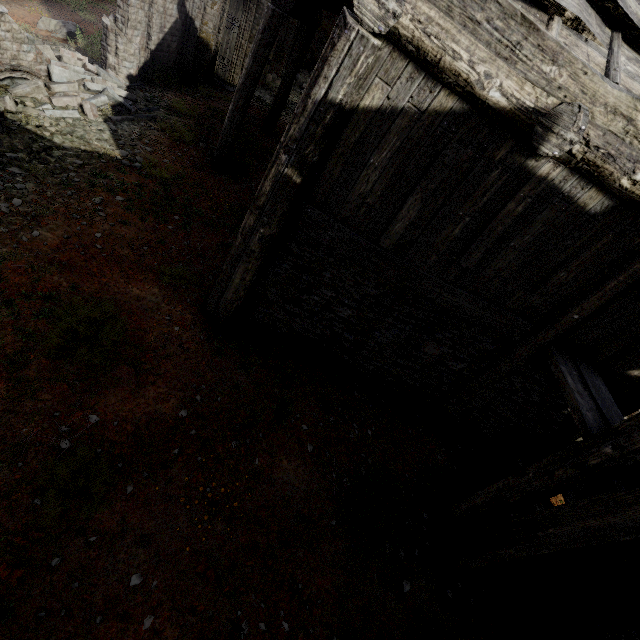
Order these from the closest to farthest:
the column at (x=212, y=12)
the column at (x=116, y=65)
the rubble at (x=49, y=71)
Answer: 1. the rubble at (x=49, y=71)
2. the column at (x=116, y=65)
3. the column at (x=212, y=12)

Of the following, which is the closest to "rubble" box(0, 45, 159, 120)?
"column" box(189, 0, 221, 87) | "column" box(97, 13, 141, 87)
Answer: "column" box(97, 13, 141, 87)

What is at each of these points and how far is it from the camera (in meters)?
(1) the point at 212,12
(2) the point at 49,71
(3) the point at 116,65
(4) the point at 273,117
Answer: (1) column, 11.70
(2) rubble, 7.88
(3) column, 9.64
(4) building, 12.34

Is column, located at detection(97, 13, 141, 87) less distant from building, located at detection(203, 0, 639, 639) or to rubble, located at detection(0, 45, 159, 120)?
rubble, located at detection(0, 45, 159, 120)

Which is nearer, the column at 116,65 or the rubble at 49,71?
the rubble at 49,71

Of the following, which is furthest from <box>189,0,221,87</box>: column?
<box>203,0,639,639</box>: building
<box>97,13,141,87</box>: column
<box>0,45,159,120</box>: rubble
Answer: <box>203,0,639,639</box>: building

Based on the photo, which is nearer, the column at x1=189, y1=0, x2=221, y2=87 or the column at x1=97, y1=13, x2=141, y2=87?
the column at x1=97, y1=13, x2=141, y2=87

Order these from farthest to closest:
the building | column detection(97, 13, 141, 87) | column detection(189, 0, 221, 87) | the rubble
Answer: column detection(189, 0, 221, 87), column detection(97, 13, 141, 87), the rubble, the building
